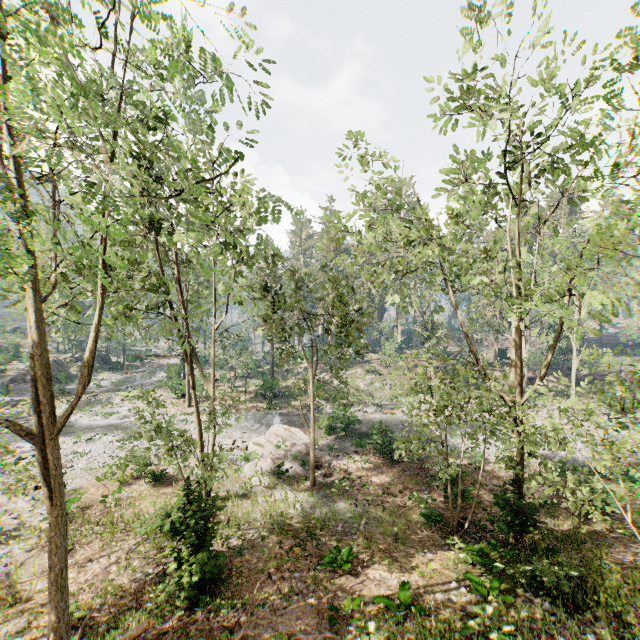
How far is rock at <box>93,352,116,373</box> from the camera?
51.8 meters

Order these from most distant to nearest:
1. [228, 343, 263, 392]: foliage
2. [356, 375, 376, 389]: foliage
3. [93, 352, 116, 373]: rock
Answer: [93, 352, 116, 373]: rock
[356, 375, 376, 389]: foliage
[228, 343, 263, 392]: foliage

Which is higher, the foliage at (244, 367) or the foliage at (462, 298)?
the foliage at (462, 298)

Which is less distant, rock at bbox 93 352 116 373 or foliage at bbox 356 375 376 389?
foliage at bbox 356 375 376 389

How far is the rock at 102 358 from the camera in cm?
5178

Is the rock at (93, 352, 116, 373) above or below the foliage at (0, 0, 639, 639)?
below

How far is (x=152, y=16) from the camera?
4.3m
